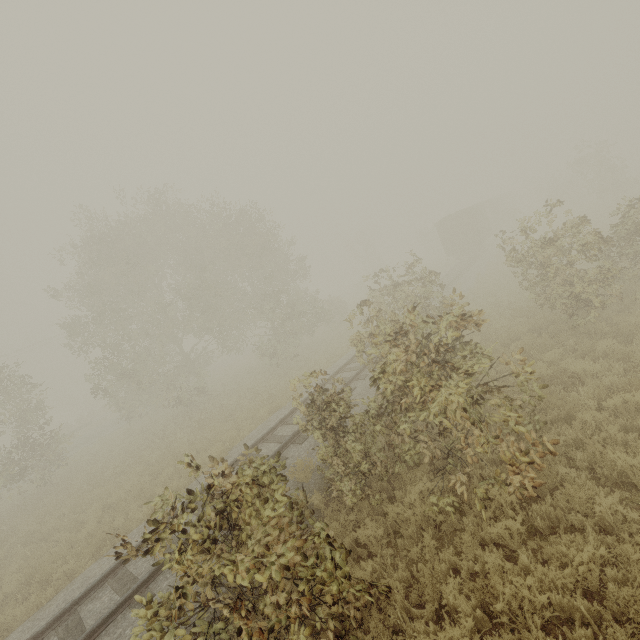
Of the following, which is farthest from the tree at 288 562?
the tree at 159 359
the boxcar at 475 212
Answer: the tree at 159 359

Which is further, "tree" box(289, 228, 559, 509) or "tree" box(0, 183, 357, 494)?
"tree" box(0, 183, 357, 494)

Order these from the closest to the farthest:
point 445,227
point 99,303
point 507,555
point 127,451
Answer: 1. point 507,555
2. point 99,303
3. point 127,451
4. point 445,227

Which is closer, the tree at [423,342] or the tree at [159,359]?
the tree at [423,342]

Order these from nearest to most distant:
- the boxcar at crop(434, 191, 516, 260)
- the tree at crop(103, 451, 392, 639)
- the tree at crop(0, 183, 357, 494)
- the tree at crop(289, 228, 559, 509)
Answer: the tree at crop(103, 451, 392, 639) < the tree at crop(289, 228, 559, 509) < the tree at crop(0, 183, 357, 494) < the boxcar at crop(434, 191, 516, 260)

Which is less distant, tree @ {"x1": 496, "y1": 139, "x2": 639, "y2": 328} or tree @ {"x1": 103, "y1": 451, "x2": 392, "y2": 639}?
tree @ {"x1": 103, "y1": 451, "x2": 392, "y2": 639}

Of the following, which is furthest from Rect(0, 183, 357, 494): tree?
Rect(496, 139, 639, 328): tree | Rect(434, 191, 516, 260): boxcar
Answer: Rect(434, 191, 516, 260): boxcar

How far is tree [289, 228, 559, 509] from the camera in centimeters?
556cm
